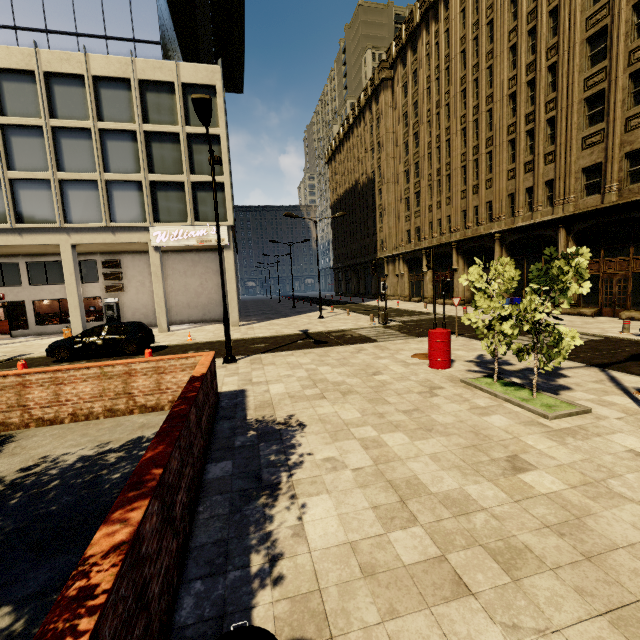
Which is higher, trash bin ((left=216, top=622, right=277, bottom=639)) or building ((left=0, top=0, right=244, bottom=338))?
building ((left=0, top=0, right=244, bottom=338))

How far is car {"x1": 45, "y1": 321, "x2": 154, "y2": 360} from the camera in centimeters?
1373cm

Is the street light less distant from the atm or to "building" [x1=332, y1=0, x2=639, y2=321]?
"building" [x1=332, y1=0, x2=639, y2=321]

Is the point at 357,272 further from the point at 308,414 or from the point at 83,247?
the point at 308,414

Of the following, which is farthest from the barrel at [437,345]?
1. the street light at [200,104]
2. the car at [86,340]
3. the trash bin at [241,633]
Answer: the car at [86,340]

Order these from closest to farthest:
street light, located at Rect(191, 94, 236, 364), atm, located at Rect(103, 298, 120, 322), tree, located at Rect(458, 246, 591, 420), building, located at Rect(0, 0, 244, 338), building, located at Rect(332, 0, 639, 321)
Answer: tree, located at Rect(458, 246, 591, 420), street light, located at Rect(191, 94, 236, 364), building, located at Rect(332, 0, 639, 321), building, located at Rect(0, 0, 244, 338), atm, located at Rect(103, 298, 120, 322)

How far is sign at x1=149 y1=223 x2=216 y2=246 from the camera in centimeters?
2075cm

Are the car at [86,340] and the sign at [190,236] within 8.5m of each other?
yes
